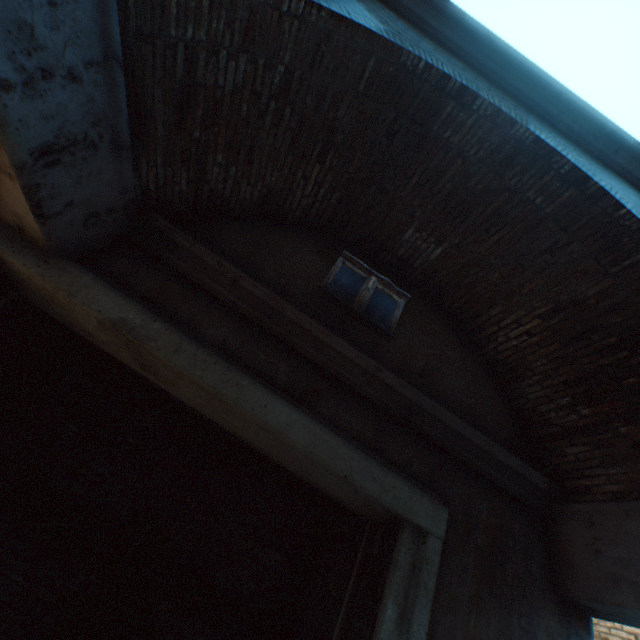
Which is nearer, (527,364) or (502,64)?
(502,64)

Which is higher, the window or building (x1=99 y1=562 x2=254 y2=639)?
the window

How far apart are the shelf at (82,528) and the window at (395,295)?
3.64m

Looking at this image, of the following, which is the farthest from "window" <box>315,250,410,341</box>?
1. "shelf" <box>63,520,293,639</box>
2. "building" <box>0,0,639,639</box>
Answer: "shelf" <box>63,520,293,639</box>

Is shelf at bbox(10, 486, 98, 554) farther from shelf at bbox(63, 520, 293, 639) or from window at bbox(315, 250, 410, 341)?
window at bbox(315, 250, 410, 341)

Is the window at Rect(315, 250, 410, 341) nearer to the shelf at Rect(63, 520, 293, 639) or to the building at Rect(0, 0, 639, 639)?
the building at Rect(0, 0, 639, 639)

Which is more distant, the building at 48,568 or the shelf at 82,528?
the shelf at 82,528
